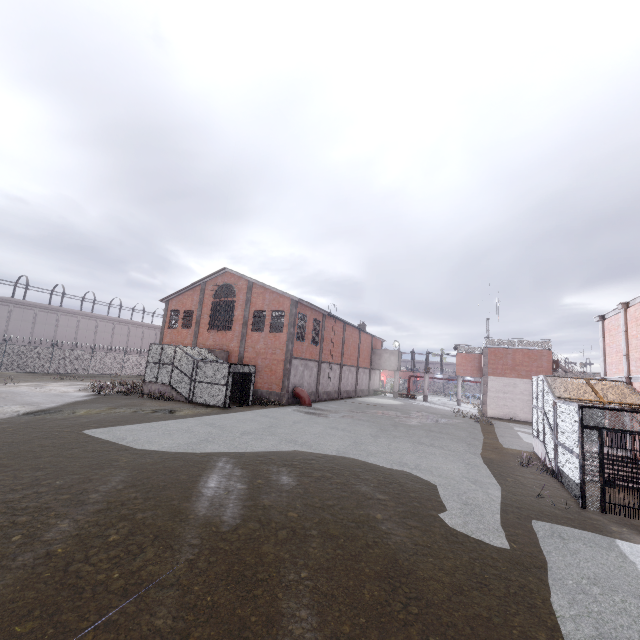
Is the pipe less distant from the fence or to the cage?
the cage

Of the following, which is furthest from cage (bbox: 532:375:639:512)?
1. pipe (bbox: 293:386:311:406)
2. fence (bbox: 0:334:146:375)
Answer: pipe (bbox: 293:386:311:406)

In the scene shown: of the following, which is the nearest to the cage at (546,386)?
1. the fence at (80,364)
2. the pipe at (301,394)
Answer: the fence at (80,364)

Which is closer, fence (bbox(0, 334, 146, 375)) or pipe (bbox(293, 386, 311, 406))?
pipe (bbox(293, 386, 311, 406))

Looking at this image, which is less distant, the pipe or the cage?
the cage

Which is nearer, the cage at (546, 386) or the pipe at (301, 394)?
the cage at (546, 386)

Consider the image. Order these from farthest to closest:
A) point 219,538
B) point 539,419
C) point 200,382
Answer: point 200,382
point 539,419
point 219,538
